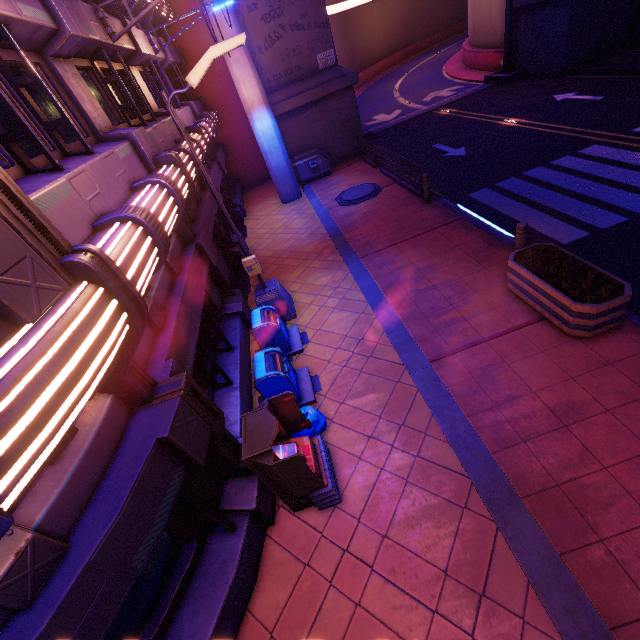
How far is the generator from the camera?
17.5 meters

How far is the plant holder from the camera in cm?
564

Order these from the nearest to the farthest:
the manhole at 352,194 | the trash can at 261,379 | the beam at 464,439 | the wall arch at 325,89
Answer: the beam at 464,439, the trash can at 261,379, the manhole at 352,194, the wall arch at 325,89

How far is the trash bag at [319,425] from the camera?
5.96m

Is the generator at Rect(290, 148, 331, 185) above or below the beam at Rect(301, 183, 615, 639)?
above

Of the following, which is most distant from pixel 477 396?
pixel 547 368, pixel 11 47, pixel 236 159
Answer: pixel 236 159

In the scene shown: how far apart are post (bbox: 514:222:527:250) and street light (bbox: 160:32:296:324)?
5.9m

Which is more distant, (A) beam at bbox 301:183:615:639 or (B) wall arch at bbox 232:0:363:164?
(B) wall arch at bbox 232:0:363:164
